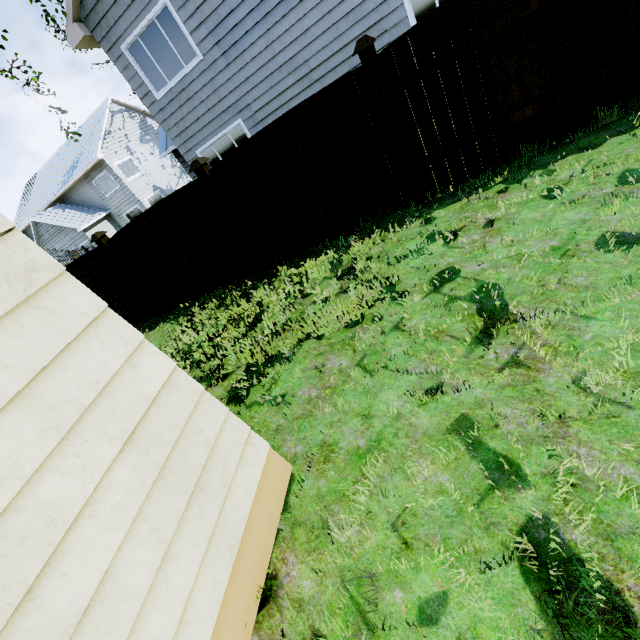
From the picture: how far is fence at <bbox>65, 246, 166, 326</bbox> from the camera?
7.3m

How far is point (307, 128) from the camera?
4.7 meters

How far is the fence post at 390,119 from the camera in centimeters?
394cm

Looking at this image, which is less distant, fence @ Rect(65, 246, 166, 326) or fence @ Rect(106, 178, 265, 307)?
fence @ Rect(106, 178, 265, 307)

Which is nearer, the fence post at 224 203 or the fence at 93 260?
the fence post at 224 203

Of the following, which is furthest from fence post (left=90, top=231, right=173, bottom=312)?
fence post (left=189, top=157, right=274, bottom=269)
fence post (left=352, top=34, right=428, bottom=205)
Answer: fence post (left=352, top=34, right=428, bottom=205)

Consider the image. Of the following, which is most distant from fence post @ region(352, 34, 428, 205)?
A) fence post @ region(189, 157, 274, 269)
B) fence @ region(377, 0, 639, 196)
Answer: fence post @ region(189, 157, 274, 269)

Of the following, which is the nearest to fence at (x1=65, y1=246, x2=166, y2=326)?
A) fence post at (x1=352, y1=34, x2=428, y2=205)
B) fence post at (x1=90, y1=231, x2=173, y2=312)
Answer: fence post at (x1=90, y1=231, x2=173, y2=312)
